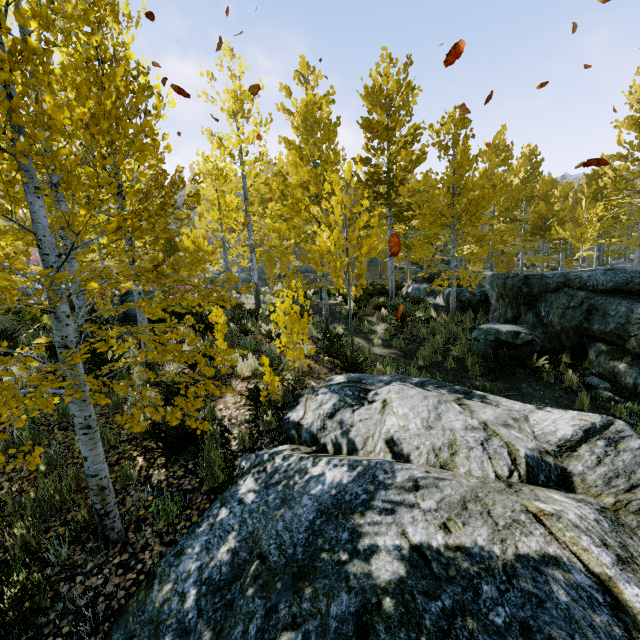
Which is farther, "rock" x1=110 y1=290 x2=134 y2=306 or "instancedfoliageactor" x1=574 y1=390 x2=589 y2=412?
"rock" x1=110 y1=290 x2=134 y2=306

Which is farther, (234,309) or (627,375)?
(234,309)

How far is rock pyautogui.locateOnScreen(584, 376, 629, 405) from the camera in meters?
6.8

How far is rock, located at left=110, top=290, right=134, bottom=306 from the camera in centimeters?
1130cm

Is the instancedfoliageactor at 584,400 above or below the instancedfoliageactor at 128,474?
below

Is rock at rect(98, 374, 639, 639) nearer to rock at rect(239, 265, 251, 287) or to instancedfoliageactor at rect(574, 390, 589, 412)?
instancedfoliageactor at rect(574, 390, 589, 412)

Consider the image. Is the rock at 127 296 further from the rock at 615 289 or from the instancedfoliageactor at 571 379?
the rock at 615 289
